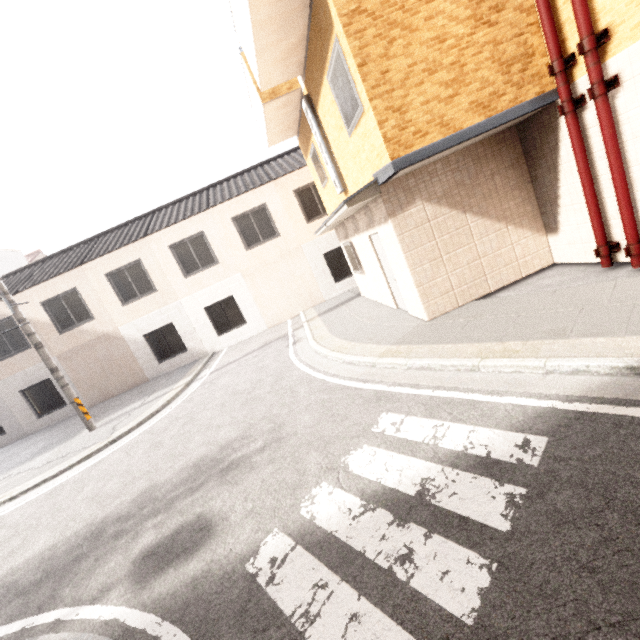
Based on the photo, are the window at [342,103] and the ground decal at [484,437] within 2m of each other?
no

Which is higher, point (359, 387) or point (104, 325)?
point (104, 325)

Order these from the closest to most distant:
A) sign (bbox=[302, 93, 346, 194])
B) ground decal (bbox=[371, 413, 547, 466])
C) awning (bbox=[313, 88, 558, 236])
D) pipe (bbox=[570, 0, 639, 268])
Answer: ground decal (bbox=[371, 413, 547, 466]), pipe (bbox=[570, 0, 639, 268]), awning (bbox=[313, 88, 558, 236]), sign (bbox=[302, 93, 346, 194])

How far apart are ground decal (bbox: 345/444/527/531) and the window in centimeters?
482cm

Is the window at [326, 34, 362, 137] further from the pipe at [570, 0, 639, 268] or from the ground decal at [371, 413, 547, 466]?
the ground decal at [371, 413, 547, 466]

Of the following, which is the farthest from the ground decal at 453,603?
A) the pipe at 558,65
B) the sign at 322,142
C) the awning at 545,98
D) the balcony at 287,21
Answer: the balcony at 287,21

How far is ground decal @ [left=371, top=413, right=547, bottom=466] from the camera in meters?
2.9 m
